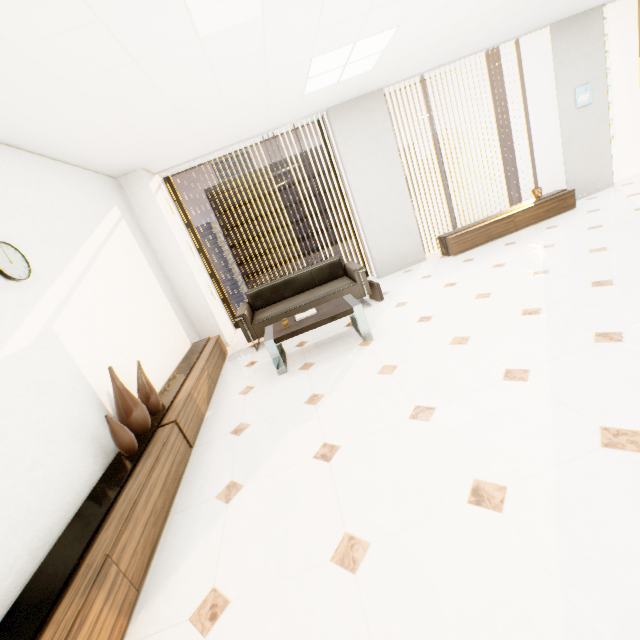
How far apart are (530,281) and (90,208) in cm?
517

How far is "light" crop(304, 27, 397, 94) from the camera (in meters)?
3.42

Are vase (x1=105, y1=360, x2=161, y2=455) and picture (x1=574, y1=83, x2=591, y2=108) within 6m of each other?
no

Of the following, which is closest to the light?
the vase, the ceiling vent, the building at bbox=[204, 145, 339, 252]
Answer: the ceiling vent

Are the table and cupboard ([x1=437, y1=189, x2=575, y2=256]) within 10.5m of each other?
yes

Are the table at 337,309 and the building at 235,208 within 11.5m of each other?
no

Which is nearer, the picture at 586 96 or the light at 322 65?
the light at 322 65

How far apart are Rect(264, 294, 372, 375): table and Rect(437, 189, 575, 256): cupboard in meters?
2.6 m
